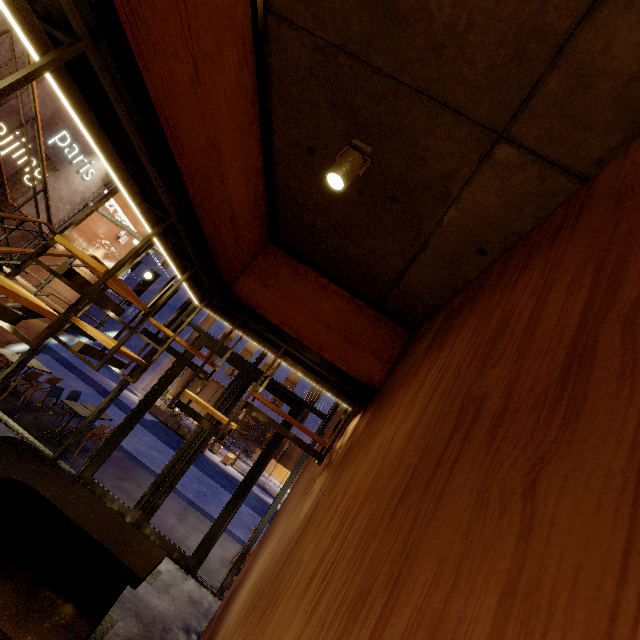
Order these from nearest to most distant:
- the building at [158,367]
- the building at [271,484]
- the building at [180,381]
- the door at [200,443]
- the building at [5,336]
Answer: the door at [200,443], the building at [5,336], the building at [271,484], the building at [158,367], the building at [180,381]

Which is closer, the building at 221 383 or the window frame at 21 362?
the window frame at 21 362

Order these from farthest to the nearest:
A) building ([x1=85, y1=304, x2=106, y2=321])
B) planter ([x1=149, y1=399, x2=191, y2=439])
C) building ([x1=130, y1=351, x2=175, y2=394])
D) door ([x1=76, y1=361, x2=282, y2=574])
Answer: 1. building ([x1=85, y1=304, x2=106, y2=321])
2. building ([x1=130, y1=351, x2=175, y2=394])
3. planter ([x1=149, y1=399, x2=191, y2=439])
4. door ([x1=76, y1=361, x2=282, y2=574])

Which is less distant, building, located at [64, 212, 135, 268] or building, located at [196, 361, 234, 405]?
building, located at [64, 212, 135, 268]

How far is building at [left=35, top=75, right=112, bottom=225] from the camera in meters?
6.3 m

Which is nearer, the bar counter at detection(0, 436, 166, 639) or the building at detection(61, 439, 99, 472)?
the bar counter at detection(0, 436, 166, 639)

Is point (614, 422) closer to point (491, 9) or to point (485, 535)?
point (485, 535)

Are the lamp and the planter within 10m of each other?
no
